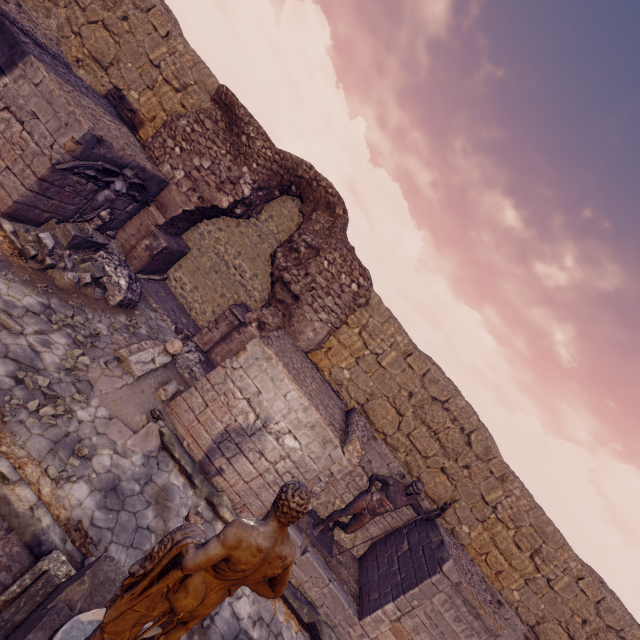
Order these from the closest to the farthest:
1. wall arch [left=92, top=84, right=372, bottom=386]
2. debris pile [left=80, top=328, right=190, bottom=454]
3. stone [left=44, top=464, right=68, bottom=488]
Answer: stone [left=44, top=464, right=68, bottom=488] → debris pile [left=80, top=328, right=190, bottom=454] → wall arch [left=92, top=84, right=372, bottom=386]

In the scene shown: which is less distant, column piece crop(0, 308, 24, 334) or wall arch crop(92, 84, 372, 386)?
column piece crop(0, 308, 24, 334)

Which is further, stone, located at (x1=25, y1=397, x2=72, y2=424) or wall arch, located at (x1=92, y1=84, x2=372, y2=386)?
wall arch, located at (x1=92, y1=84, x2=372, y2=386)

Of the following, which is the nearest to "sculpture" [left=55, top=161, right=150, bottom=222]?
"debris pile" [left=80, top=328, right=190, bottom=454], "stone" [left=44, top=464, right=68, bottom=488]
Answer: "debris pile" [left=80, top=328, right=190, bottom=454]

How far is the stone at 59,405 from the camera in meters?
4.5

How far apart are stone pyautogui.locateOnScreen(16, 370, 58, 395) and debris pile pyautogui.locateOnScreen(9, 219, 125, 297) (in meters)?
2.37

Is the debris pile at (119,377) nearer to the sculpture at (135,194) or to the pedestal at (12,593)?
the pedestal at (12,593)

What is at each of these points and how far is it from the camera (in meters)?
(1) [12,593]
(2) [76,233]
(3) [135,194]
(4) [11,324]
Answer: (1) pedestal, 3.06
(2) debris pile, 7.01
(3) sculpture, 7.93
(4) column piece, 4.95
